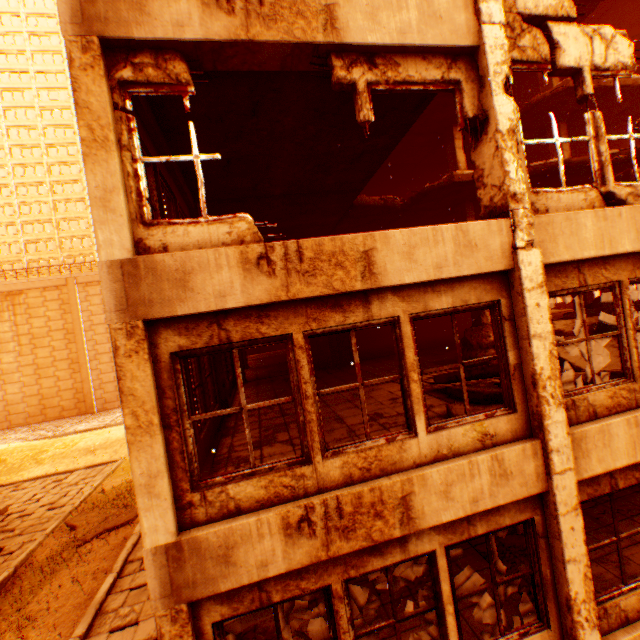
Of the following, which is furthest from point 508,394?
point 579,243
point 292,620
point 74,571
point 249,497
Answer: point 74,571

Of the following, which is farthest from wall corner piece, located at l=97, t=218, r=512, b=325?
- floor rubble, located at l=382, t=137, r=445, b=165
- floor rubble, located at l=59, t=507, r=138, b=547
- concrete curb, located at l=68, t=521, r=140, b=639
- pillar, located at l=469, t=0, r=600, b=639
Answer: floor rubble, located at l=59, t=507, r=138, b=547

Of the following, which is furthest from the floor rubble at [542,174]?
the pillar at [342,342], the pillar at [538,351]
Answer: the pillar at [538,351]

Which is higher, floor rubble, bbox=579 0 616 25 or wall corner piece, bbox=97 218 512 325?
floor rubble, bbox=579 0 616 25

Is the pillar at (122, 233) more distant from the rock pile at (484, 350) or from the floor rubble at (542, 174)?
the rock pile at (484, 350)

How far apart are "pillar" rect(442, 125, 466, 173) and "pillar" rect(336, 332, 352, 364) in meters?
5.0

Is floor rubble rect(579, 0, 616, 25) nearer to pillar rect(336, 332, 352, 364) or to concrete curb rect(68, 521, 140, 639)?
pillar rect(336, 332, 352, 364)

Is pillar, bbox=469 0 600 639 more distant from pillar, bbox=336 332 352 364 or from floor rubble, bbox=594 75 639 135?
pillar, bbox=336 332 352 364
